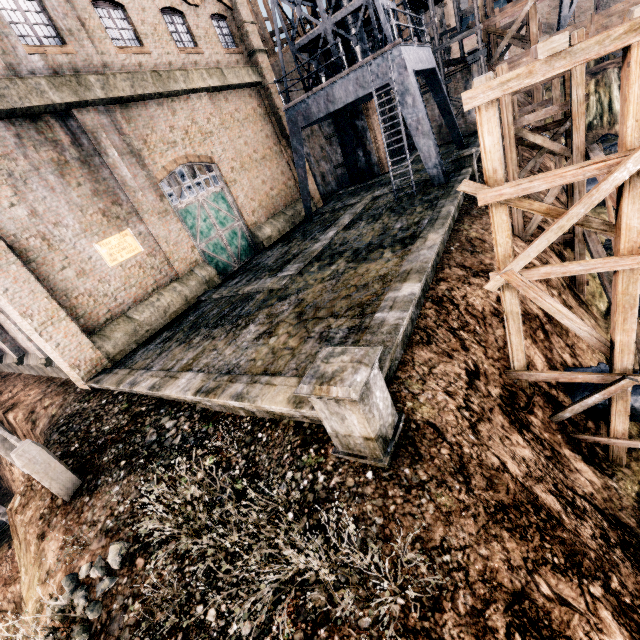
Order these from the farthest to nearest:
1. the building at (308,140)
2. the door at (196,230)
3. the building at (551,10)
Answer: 1. the building at (551,10)
2. the building at (308,140)
3. the door at (196,230)

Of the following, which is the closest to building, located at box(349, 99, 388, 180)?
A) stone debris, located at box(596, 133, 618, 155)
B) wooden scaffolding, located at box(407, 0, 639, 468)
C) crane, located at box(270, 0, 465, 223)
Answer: crane, located at box(270, 0, 465, 223)

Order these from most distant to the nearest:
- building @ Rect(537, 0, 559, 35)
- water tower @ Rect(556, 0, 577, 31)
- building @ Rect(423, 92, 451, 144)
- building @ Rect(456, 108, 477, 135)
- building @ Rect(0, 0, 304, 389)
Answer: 1. building @ Rect(537, 0, 559, 35)
2. water tower @ Rect(556, 0, 577, 31)
3. building @ Rect(423, 92, 451, 144)
4. building @ Rect(456, 108, 477, 135)
5. building @ Rect(0, 0, 304, 389)

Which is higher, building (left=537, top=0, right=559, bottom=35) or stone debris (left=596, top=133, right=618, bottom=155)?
building (left=537, top=0, right=559, bottom=35)

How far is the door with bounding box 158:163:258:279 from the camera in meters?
16.9

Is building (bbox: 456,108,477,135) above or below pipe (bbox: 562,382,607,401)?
above

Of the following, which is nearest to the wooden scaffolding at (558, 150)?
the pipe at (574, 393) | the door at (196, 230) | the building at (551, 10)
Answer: the pipe at (574, 393)

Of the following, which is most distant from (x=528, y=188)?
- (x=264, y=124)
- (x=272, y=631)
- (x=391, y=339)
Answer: (x=264, y=124)
